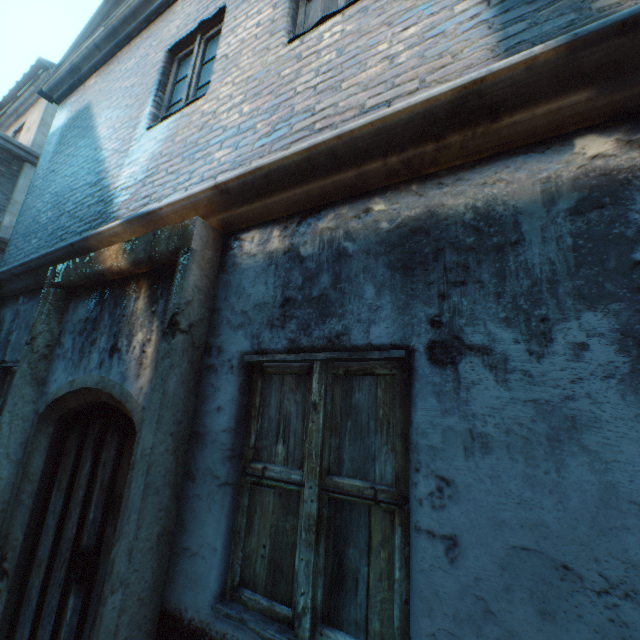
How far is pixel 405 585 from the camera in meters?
1.3
